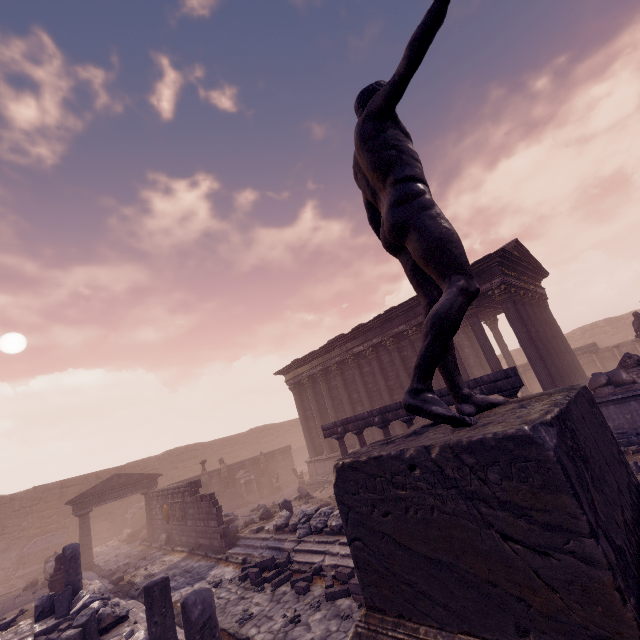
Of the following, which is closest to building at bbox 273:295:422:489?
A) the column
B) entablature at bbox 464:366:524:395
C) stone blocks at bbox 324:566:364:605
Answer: entablature at bbox 464:366:524:395

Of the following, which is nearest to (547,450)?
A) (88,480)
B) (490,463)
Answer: (490,463)

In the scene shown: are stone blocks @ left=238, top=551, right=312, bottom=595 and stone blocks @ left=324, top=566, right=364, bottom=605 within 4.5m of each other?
yes

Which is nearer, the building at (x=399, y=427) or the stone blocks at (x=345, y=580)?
the stone blocks at (x=345, y=580)

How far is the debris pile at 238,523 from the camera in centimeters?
1298cm

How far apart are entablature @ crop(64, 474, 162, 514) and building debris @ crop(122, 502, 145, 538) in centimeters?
587cm

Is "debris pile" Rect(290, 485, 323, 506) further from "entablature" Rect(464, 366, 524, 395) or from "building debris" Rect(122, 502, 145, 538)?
"building debris" Rect(122, 502, 145, 538)

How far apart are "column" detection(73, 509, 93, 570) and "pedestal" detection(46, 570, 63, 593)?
5.09m
